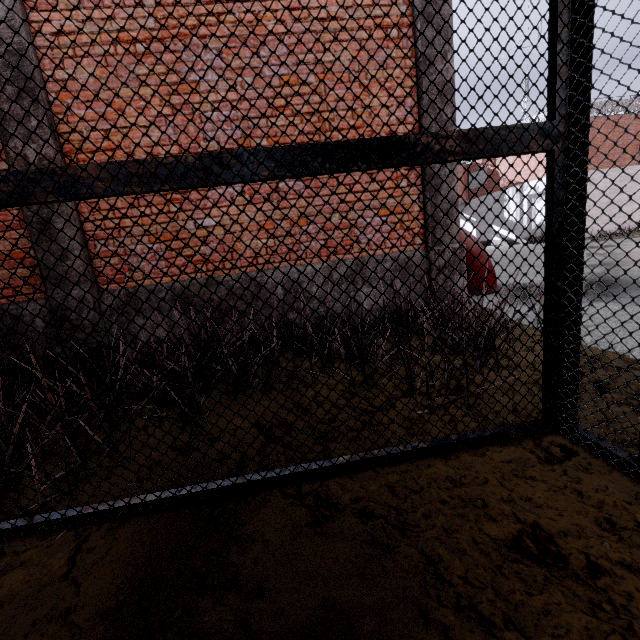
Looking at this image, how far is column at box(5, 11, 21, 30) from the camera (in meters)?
3.41

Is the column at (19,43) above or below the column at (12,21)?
below

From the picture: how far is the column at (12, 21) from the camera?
3.41m

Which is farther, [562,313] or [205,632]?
[562,313]

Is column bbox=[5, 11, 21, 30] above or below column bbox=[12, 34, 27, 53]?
above
